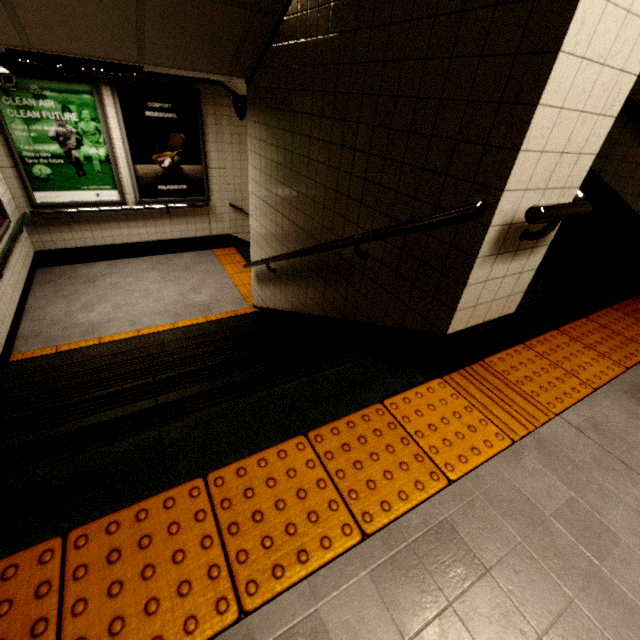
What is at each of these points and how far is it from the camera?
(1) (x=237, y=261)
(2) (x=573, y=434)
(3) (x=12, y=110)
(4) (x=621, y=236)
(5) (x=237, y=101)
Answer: (1) groundtactileadastrip, 6.61m
(2) building, 1.66m
(3) sign, 4.43m
(4) stairs, 3.35m
(5) loudspeaker, 3.65m

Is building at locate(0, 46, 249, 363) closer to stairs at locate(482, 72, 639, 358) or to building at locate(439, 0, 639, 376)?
stairs at locate(482, 72, 639, 358)

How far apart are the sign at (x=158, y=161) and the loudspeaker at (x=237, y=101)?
2.2m

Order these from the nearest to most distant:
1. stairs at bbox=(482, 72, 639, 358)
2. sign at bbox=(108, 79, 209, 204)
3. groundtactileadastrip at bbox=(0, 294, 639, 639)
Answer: groundtactileadastrip at bbox=(0, 294, 639, 639) < stairs at bbox=(482, 72, 639, 358) < sign at bbox=(108, 79, 209, 204)

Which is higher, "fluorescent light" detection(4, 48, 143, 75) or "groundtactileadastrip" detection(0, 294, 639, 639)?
"fluorescent light" detection(4, 48, 143, 75)

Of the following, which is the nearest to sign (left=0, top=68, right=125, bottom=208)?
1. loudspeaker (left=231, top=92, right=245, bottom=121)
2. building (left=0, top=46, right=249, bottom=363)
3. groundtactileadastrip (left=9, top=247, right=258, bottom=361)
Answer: building (left=0, top=46, right=249, bottom=363)

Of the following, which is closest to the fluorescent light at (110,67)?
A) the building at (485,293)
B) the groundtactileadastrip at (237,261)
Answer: the groundtactileadastrip at (237,261)

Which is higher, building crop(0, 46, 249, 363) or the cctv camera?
the cctv camera
